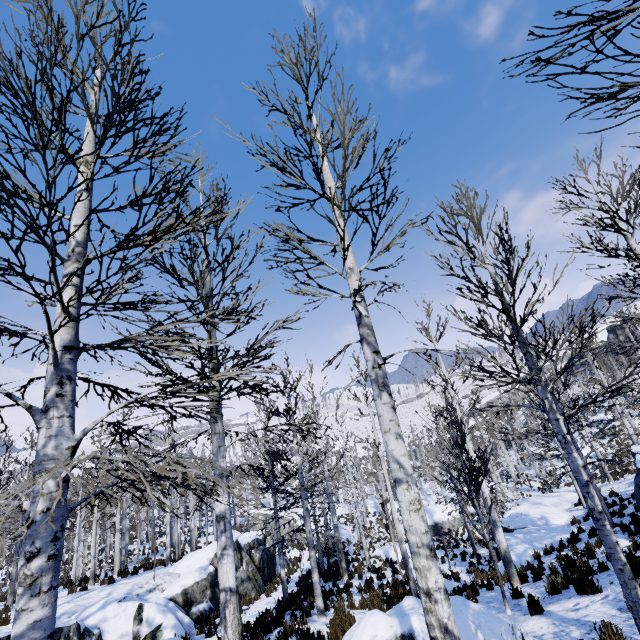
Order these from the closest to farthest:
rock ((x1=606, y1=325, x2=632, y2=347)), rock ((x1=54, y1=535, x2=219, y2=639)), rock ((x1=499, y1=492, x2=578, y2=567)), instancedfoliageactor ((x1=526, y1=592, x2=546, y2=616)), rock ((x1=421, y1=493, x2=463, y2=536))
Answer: instancedfoliageactor ((x1=526, y1=592, x2=546, y2=616)) → rock ((x1=54, y1=535, x2=219, y2=639)) → rock ((x1=499, y1=492, x2=578, y2=567)) → rock ((x1=421, y1=493, x2=463, y2=536)) → rock ((x1=606, y1=325, x2=632, y2=347))

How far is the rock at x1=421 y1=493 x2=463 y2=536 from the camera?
29.7 meters

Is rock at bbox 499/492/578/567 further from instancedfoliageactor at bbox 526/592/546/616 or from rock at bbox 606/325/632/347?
rock at bbox 606/325/632/347

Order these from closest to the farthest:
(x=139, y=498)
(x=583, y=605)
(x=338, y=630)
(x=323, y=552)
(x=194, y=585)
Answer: (x=139, y=498), (x=583, y=605), (x=338, y=630), (x=194, y=585), (x=323, y=552)

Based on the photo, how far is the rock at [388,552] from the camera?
22.1 meters

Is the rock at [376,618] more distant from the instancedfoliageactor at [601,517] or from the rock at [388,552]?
the rock at [388,552]

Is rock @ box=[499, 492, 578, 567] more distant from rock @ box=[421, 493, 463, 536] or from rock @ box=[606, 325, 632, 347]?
rock @ box=[606, 325, 632, 347]

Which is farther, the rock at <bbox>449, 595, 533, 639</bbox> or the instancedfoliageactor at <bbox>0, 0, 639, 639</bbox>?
the rock at <bbox>449, 595, 533, 639</bbox>
